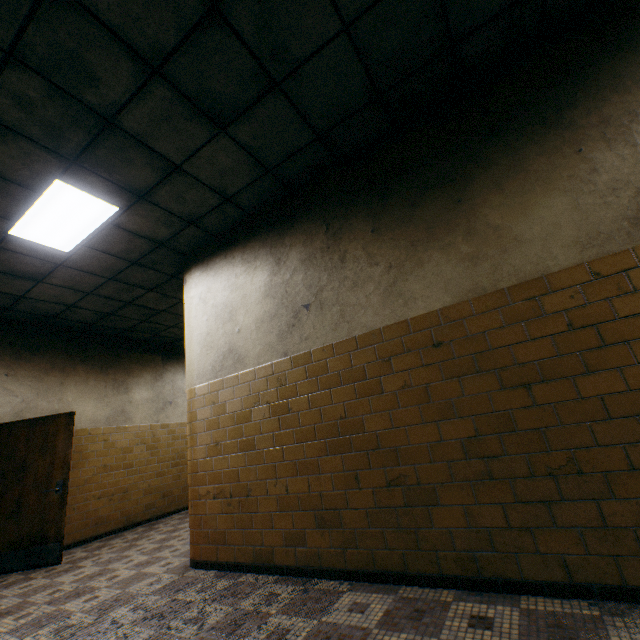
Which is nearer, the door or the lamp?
the lamp

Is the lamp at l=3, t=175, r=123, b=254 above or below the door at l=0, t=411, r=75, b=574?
above

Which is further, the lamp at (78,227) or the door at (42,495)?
the door at (42,495)

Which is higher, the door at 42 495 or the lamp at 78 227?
the lamp at 78 227

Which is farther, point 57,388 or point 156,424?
point 156,424
